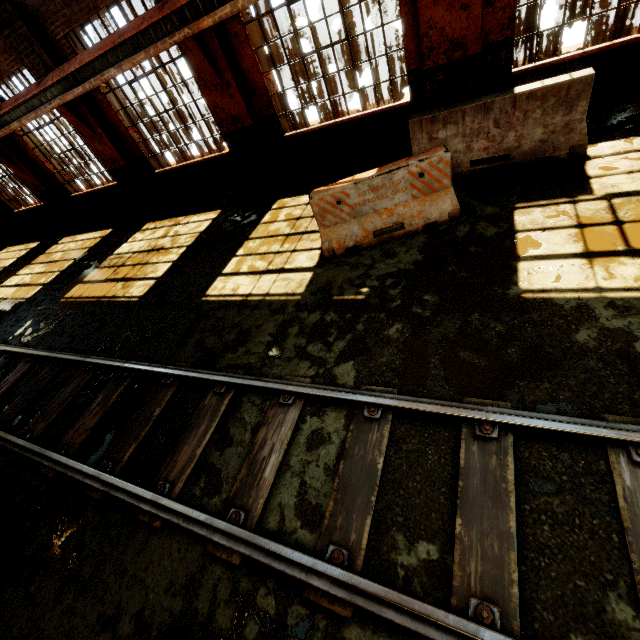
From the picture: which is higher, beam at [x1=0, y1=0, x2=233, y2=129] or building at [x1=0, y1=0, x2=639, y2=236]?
beam at [x1=0, y1=0, x2=233, y2=129]

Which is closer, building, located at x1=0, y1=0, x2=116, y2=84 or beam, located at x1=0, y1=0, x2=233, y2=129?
beam, located at x1=0, y1=0, x2=233, y2=129

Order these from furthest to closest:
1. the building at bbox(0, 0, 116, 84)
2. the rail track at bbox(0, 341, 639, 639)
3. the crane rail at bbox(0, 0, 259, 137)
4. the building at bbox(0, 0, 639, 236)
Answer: the building at bbox(0, 0, 116, 84), the crane rail at bbox(0, 0, 259, 137), the building at bbox(0, 0, 639, 236), the rail track at bbox(0, 341, 639, 639)

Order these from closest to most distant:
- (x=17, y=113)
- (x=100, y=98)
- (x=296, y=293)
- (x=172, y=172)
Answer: (x=296, y=293), (x=100, y=98), (x=17, y=113), (x=172, y=172)

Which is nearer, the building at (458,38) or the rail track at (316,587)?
the rail track at (316,587)

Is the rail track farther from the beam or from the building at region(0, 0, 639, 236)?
the beam

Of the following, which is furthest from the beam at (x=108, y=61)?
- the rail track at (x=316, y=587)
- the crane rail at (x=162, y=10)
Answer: the rail track at (x=316, y=587)

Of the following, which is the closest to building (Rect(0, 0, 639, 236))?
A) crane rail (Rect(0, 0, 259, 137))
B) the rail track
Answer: crane rail (Rect(0, 0, 259, 137))
